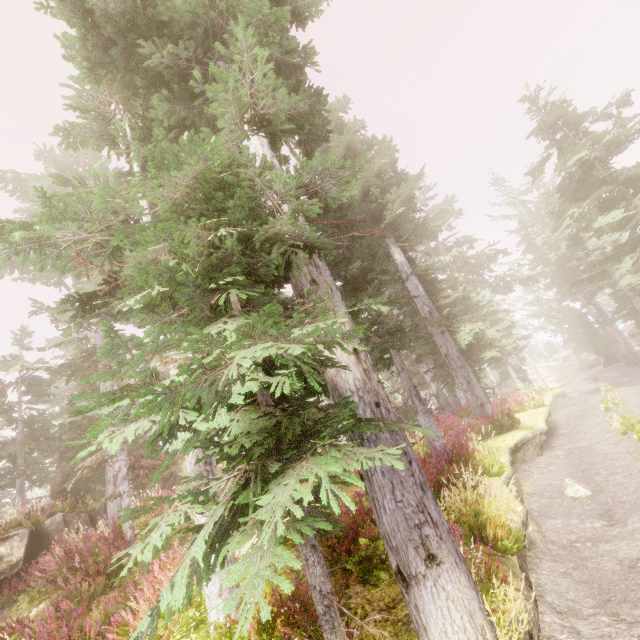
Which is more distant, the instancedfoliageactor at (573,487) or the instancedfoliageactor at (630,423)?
the instancedfoliageactor at (630,423)

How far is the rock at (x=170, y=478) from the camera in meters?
14.5 m

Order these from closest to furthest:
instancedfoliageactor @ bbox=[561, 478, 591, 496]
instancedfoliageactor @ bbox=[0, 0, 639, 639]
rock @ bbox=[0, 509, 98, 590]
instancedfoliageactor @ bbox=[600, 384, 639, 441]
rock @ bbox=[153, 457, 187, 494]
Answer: instancedfoliageactor @ bbox=[0, 0, 639, 639] < instancedfoliageactor @ bbox=[561, 478, 591, 496] < instancedfoliageactor @ bbox=[600, 384, 639, 441] < rock @ bbox=[0, 509, 98, 590] < rock @ bbox=[153, 457, 187, 494]

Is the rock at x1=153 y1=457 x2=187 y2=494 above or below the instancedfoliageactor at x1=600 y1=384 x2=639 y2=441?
above

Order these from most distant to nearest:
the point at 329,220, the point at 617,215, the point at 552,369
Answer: the point at 552,369 → the point at 617,215 → the point at 329,220

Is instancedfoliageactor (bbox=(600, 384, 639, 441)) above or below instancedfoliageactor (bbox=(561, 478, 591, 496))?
above

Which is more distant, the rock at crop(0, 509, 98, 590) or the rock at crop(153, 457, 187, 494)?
the rock at crop(153, 457, 187, 494)

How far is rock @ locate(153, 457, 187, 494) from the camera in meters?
14.5 m
